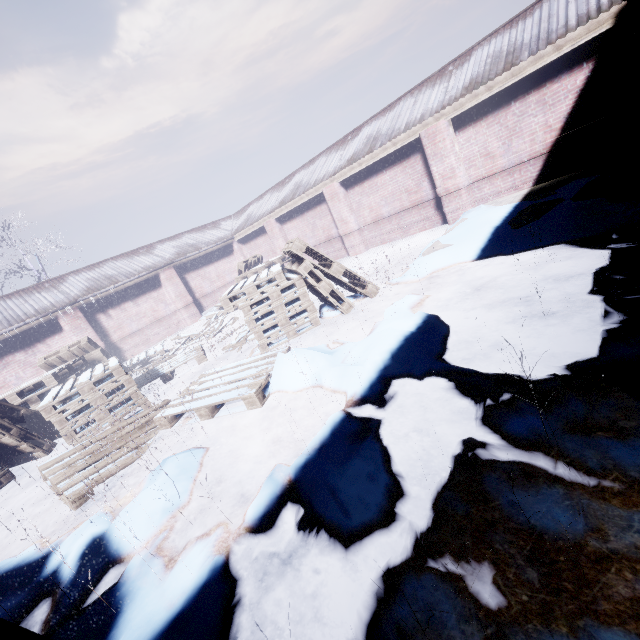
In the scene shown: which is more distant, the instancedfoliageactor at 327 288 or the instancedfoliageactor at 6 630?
the instancedfoliageactor at 327 288

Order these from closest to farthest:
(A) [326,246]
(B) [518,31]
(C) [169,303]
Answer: (B) [518,31] < (A) [326,246] < (C) [169,303]

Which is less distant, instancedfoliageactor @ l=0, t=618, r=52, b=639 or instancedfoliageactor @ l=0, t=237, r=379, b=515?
instancedfoliageactor @ l=0, t=618, r=52, b=639
